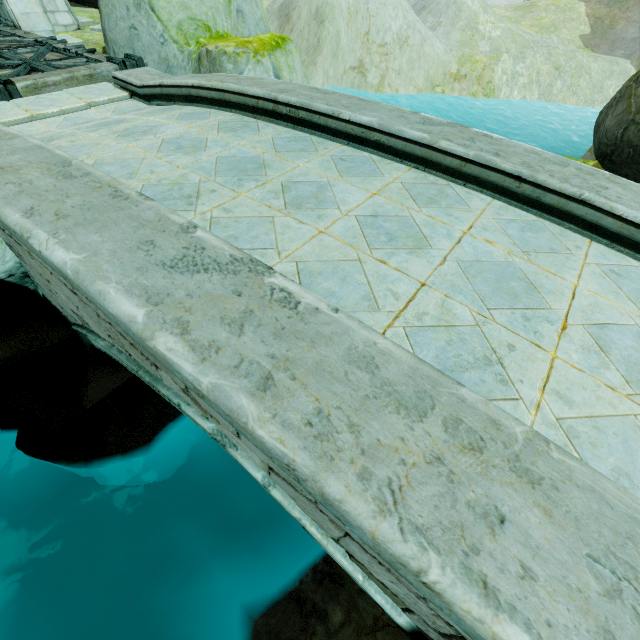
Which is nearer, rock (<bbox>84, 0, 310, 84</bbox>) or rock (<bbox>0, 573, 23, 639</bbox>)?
rock (<bbox>84, 0, 310, 84</bbox>)

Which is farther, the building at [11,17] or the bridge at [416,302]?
the building at [11,17]

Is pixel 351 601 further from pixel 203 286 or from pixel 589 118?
pixel 589 118

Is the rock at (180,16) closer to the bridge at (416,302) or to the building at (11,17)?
A: the bridge at (416,302)

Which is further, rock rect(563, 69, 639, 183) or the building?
the building

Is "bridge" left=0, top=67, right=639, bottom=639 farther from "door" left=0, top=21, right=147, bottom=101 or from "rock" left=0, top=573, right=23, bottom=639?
"door" left=0, top=21, right=147, bottom=101

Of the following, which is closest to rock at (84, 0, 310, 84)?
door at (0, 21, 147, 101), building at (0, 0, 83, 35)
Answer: door at (0, 21, 147, 101)

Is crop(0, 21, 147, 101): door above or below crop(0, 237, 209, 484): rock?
above
